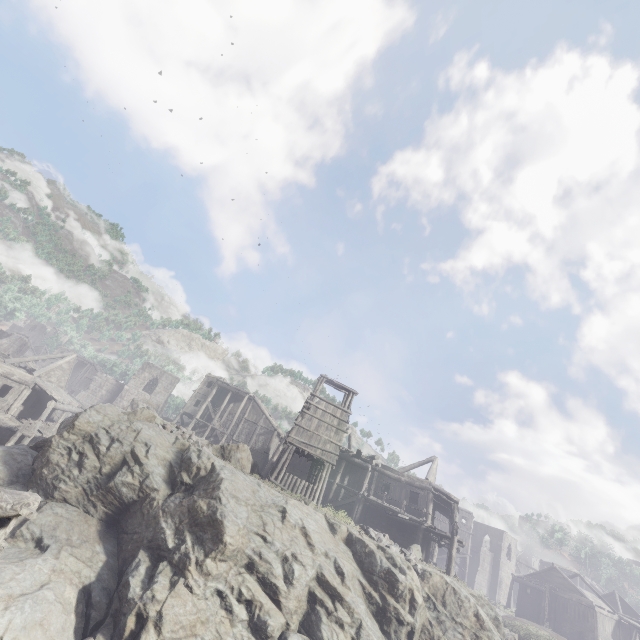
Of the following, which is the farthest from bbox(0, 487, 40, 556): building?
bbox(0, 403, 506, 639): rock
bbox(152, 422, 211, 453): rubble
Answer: bbox(152, 422, 211, 453): rubble

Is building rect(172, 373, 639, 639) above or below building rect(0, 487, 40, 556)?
above

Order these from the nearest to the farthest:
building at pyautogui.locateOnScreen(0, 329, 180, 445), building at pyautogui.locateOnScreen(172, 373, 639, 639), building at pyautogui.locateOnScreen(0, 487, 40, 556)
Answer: building at pyautogui.locateOnScreen(0, 487, 40, 556) < building at pyautogui.locateOnScreen(172, 373, 639, 639) < building at pyautogui.locateOnScreen(0, 329, 180, 445)

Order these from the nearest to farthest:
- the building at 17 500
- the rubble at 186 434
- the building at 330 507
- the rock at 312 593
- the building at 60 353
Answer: the building at 17 500
the rock at 312 593
the rubble at 186 434
the building at 330 507
the building at 60 353

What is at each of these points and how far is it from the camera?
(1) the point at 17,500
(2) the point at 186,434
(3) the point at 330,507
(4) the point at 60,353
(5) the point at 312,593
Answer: (1) building, 5.96m
(2) rubble, 17.34m
(3) building, 23.48m
(4) building, 29.12m
(5) rock, 12.23m

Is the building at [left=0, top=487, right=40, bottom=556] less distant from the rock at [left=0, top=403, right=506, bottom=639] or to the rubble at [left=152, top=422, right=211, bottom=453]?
the rock at [left=0, top=403, right=506, bottom=639]

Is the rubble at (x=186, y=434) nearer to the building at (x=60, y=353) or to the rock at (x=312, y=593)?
the rock at (x=312, y=593)
